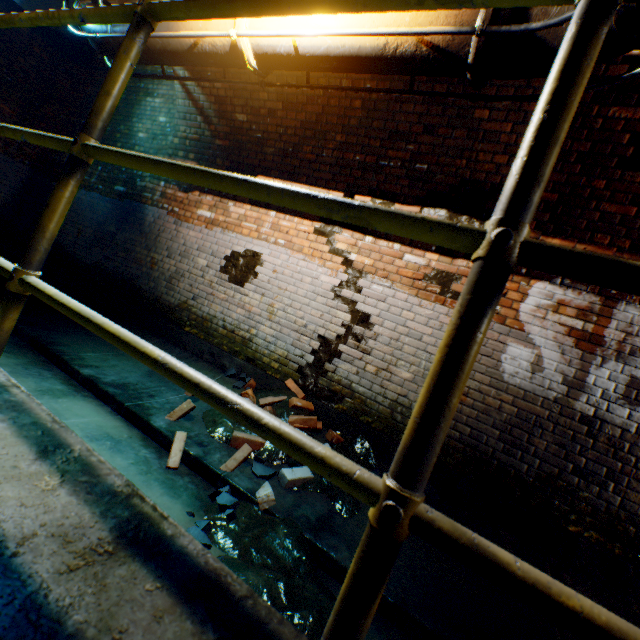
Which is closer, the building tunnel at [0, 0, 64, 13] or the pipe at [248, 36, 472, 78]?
the pipe at [248, 36, 472, 78]

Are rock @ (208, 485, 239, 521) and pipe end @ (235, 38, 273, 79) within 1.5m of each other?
no

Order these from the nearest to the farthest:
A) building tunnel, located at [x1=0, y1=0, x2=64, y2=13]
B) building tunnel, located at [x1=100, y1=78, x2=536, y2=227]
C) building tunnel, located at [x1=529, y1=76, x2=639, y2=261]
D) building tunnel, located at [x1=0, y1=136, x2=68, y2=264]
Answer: building tunnel, located at [x1=529, y1=76, x2=639, y2=261] → building tunnel, located at [x1=100, y1=78, x2=536, y2=227] → building tunnel, located at [x1=0, y1=0, x2=64, y2=13] → building tunnel, located at [x1=0, y1=136, x2=68, y2=264]

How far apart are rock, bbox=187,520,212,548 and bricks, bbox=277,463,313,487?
0.42m

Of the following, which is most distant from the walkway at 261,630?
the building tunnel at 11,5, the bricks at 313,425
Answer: the bricks at 313,425

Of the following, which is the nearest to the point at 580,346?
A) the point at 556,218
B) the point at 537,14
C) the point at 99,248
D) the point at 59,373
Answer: the point at 556,218

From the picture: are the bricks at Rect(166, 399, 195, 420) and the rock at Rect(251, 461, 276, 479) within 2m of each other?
yes

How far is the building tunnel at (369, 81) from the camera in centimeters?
347cm
